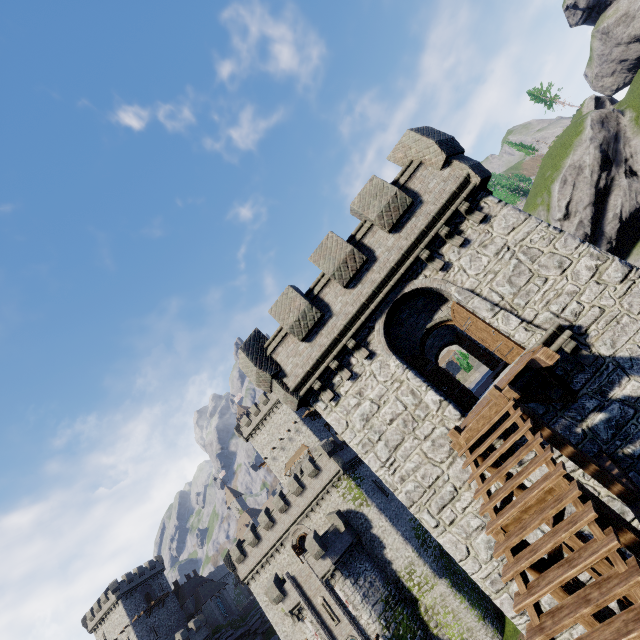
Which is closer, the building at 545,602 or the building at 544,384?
the building at 545,602

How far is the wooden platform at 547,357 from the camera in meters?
7.3

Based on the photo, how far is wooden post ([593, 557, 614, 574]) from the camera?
6.3m

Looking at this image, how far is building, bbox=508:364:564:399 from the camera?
9.0m

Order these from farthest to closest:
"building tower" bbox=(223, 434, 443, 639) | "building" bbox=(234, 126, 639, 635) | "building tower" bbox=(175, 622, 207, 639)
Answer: "building tower" bbox=(175, 622, 207, 639), "building tower" bbox=(223, 434, 443, 639), "building" bbox=(234, 126, 639, 635)

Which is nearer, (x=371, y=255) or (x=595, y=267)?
(x=595, y=267)

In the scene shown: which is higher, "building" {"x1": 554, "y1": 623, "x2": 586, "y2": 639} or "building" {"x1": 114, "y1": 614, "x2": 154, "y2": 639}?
"building" {"x1": 114, "y1": 614, "x2": 154, "y2": 639}

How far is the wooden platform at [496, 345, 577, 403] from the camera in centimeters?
726cm
